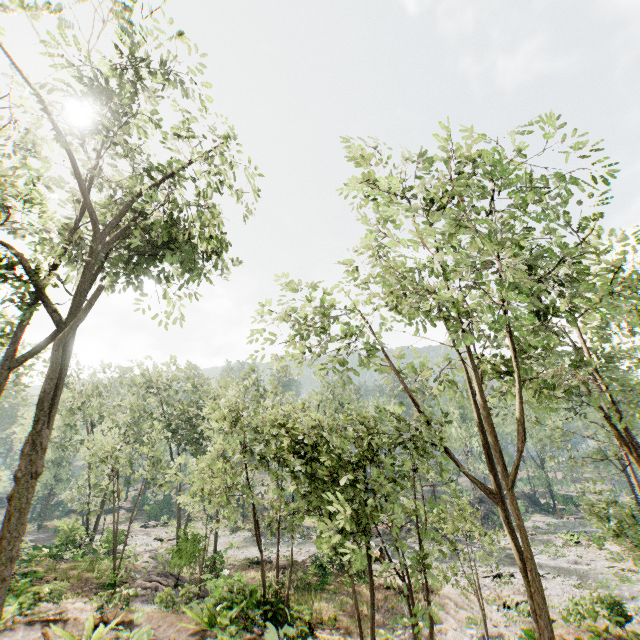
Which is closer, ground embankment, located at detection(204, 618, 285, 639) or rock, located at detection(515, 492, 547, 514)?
ground embankment, located at detection(204, 618, 285, 639)

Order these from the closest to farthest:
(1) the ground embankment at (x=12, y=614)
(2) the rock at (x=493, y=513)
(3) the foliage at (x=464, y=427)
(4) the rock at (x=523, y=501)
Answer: (3) the foliage at (x=464, y=427) → (1) the ground embankment at (x=12, y=614) → (2) the rock at (x=493, y=513) → (4) the rock at (x=523, y=501)

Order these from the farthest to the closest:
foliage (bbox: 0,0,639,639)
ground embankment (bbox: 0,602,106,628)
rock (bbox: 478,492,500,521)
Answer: rock (bbox: 478,492,500,521) → ground embankment (bbox: 0,602,106,628) → foliage (bbox: 0,0,639,639)

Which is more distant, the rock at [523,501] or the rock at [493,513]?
the rock at [523,501]

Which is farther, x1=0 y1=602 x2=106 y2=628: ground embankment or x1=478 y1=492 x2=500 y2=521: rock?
x1=478 y1=492 x2=500 y2=521: rock

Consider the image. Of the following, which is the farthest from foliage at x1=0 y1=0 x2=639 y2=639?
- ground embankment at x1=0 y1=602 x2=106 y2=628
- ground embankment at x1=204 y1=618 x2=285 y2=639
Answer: ground embankment at x1=0 y1=602 x2=106 y2=628

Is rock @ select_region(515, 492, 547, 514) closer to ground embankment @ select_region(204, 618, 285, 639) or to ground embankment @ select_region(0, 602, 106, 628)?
ground embankment @ select_region(0, 602, 106, 628)

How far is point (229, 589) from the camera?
10.9 meters
